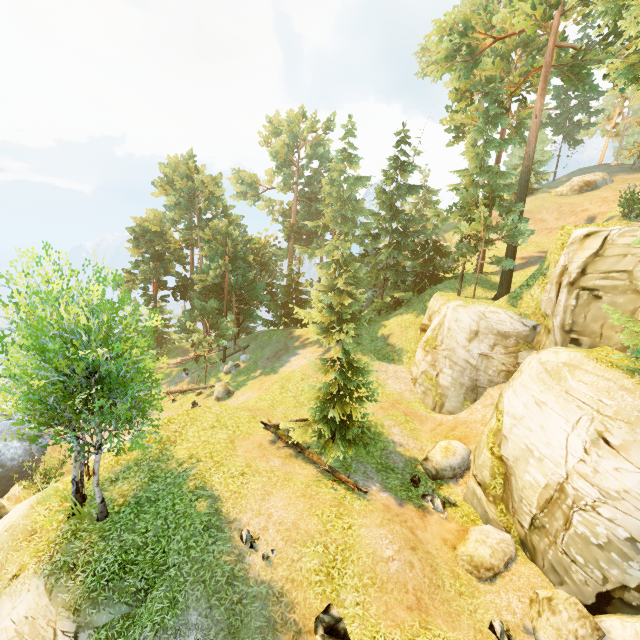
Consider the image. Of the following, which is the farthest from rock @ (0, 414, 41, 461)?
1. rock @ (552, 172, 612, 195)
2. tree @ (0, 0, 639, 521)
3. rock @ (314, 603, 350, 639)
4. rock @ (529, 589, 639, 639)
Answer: rock @ (552, 172, 612, 195)

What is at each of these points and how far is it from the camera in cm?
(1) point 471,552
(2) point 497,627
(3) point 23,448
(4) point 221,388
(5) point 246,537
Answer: (1) rock, 1139
(2) rock, 928
(3) rock, 2453
(4) rock, 2589
(5) rock, 1052

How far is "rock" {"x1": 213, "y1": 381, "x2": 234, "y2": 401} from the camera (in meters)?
25.83

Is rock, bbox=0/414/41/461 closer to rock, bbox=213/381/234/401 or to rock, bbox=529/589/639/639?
rock, bbox=213/381/234/401

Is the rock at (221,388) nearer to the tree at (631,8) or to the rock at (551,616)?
the tree at (631,8)

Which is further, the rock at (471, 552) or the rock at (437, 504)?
the rock at (437, 504)

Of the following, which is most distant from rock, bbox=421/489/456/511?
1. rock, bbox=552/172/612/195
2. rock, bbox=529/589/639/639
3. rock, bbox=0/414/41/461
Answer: rock, bbox=552/172/612/195

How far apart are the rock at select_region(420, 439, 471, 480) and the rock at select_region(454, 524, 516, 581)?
2.7m
